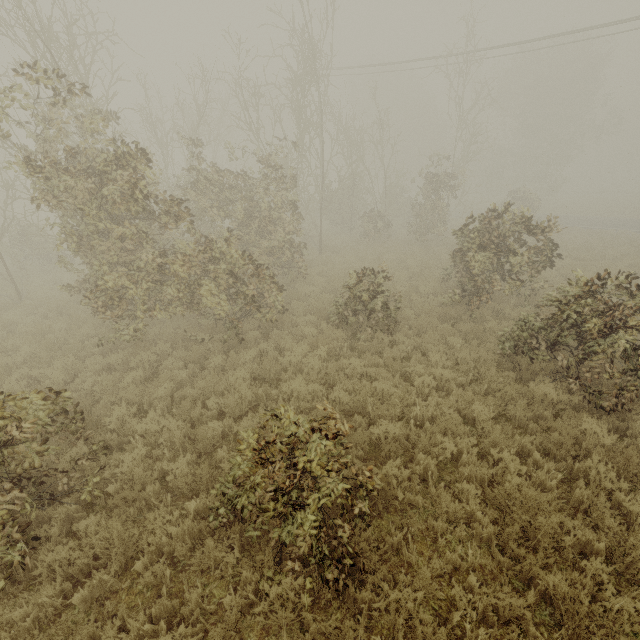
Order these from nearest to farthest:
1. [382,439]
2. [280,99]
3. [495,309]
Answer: [382,439], [495,309], [280,99]
